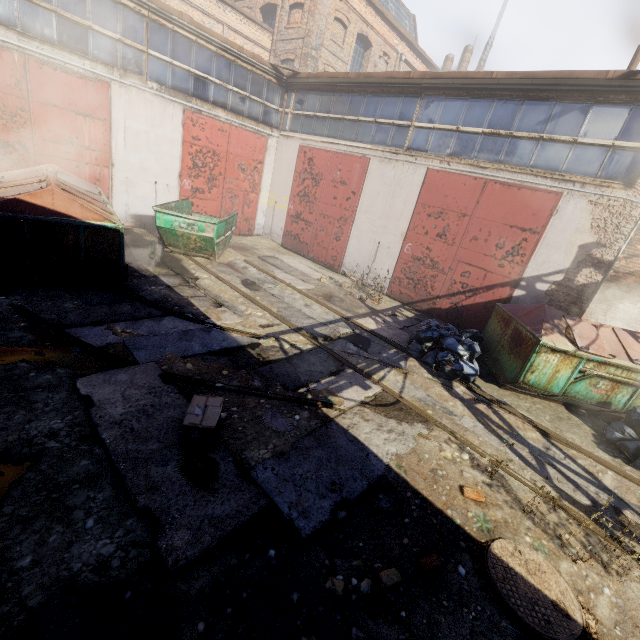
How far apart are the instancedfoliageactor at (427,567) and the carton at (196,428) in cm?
244

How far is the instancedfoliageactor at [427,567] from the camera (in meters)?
3.06

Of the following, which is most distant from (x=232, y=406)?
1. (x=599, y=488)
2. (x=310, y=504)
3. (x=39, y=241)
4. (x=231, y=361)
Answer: (x=599, y=488)

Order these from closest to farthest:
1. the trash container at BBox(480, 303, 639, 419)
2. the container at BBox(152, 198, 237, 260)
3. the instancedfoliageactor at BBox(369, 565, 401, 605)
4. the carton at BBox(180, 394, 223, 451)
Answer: the instancedfoliageactor at BBox(369, 565, 401, 605)
the carton at BBox(180, 394, 223, 451)
the trash container at BBox(480, 303, 639, 419)
the container at BBox(152, 198, 237, 260)

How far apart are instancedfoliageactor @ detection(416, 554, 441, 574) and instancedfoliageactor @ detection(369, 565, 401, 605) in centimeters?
30cm

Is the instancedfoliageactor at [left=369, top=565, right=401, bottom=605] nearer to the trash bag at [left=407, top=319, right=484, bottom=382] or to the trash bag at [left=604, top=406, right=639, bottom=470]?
the trash bag at [left=407, top=319, right=484, bottom=382]

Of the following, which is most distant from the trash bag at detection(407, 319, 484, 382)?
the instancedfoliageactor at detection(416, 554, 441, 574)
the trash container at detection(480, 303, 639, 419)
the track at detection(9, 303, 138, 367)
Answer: the track at detection(9, 303, 138, 367)

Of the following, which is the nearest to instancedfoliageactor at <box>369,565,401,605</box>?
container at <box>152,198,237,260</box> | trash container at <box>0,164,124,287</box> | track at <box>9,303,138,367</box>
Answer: track at <box>9,303,138,367</box>
